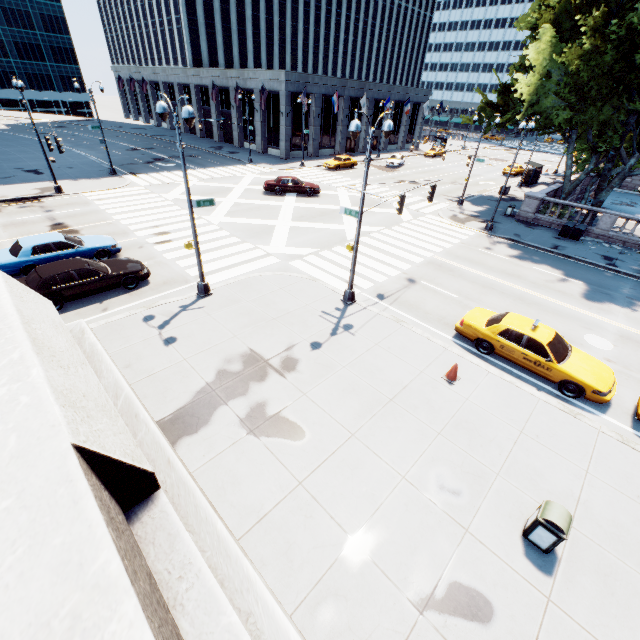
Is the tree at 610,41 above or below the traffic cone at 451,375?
above

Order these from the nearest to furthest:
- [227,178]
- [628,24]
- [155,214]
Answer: [628,24] → [155,214] → [227,178]

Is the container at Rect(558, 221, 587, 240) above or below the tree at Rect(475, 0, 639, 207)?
below

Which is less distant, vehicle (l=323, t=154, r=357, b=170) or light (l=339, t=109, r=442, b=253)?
light (l=339, t=109, r=442, b=253)

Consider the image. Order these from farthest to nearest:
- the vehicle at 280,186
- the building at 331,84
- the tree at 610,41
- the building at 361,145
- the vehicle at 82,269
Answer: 1. the building at 361,145
2. the building at 331,84
3. the vehicle at 280,186
4. the tree at 610,41
5. the vehicle at 82,269

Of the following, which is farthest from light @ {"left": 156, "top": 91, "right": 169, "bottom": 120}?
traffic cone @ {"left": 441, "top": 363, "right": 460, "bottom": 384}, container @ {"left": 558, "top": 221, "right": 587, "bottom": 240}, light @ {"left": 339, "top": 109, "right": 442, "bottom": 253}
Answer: container @ {"left": 558, "top": 221, "right": 587, "bottom": 240}

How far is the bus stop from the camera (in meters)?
39.26

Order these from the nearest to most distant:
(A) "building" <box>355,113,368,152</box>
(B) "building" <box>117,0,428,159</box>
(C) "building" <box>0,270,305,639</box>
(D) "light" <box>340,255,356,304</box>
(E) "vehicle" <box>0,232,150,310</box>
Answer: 1. (C) "building" <box>0,270,305,639</box>
2. (E) "vehicle" <box>0,232,150,310</box>
3. (D) "light" <box>340,255,356,304</box>
4. (B) "building" <box>117,0,428,159</box>
5. (A) "building" <box>355,113,368,152</box>
